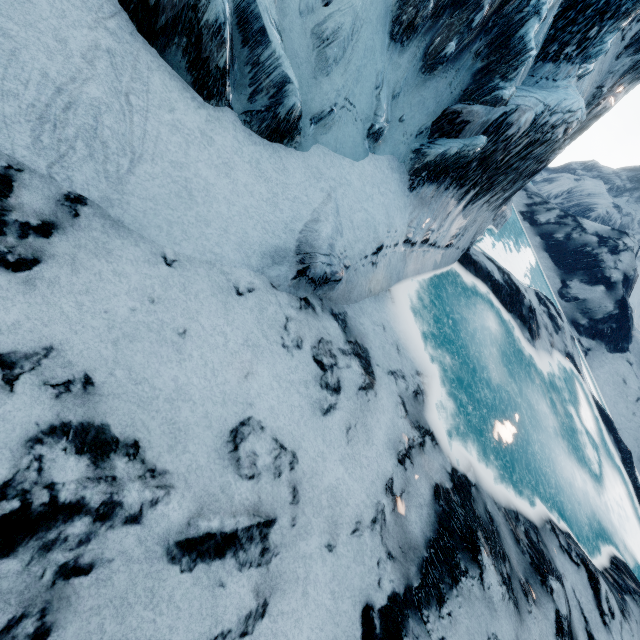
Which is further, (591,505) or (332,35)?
(591,505)
